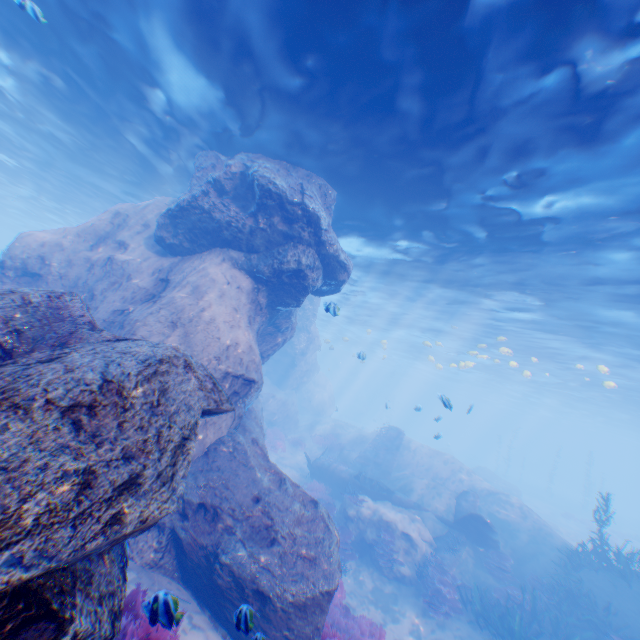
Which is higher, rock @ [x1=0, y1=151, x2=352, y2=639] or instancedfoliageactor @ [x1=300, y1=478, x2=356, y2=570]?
rock @ [x1=0, y1=151, x2=352, y2=639]

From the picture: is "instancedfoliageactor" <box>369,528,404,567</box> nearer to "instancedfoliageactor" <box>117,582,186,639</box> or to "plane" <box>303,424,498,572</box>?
"plane" <box>303,424,498,572</box>

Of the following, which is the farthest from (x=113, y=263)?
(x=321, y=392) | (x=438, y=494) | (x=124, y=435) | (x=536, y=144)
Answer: (x=321, y=392)

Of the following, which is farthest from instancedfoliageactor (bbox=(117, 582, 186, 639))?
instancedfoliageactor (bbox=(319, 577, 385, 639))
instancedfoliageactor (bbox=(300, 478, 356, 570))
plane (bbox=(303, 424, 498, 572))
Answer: plane (bbox=(303, 424, 498, 572))

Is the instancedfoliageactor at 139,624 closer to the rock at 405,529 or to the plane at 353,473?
the rock at 405,529

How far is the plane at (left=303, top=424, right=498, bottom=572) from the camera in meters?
14.5 m

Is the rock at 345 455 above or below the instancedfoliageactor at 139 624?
below

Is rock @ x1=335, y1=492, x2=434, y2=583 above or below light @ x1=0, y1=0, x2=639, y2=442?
below
